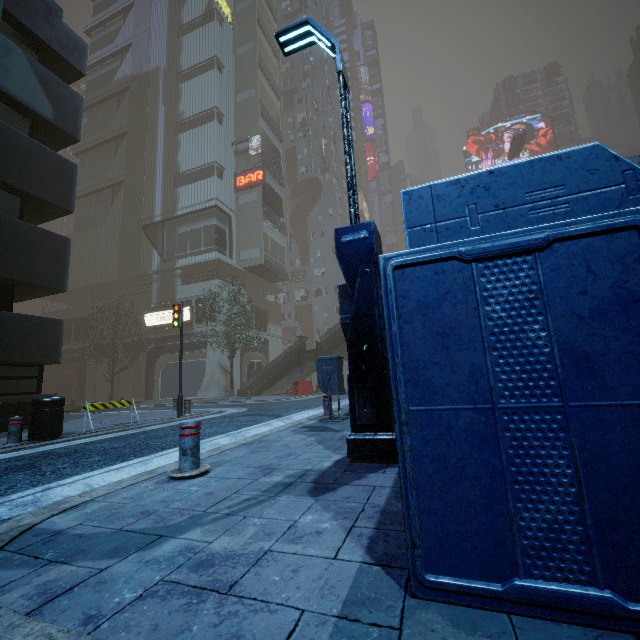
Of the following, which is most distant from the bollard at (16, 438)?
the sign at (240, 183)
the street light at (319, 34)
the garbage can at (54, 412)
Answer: the sign at (240, 183)

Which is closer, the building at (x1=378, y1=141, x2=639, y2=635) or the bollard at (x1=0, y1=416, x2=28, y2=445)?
the building at (x1=378, y1=141, x2=639, y2=635)

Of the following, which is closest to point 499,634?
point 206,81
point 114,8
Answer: point 206,81

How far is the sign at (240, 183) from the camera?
31.6 meters

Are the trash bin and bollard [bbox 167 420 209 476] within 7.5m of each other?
yes

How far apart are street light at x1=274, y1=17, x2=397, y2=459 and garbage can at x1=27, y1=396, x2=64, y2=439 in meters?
7.0

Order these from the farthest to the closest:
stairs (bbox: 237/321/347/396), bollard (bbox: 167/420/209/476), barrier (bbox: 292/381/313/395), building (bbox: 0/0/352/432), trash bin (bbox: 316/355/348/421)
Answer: stairs (bbox: 237/321/347/396)
barrier (bbox: 292/381/313/395)
building (bbox: 0/0/352/432)
trash bin (bbox: 316/355/348/421)
bollard (bbox: 167/420/209/476)
